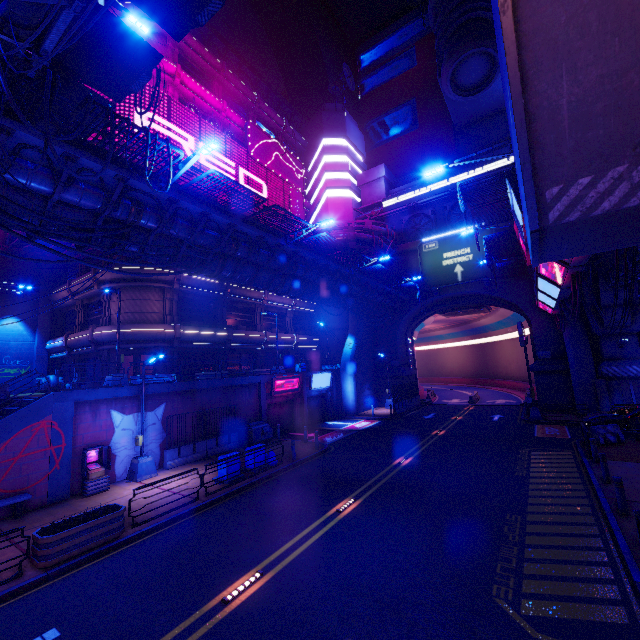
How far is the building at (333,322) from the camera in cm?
3991

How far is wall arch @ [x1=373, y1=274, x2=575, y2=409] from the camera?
28.4 meters

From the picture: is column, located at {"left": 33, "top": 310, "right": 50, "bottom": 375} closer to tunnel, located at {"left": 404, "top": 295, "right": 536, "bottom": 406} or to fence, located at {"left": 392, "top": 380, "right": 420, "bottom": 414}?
fence, located at {"left": 392, "top": 380, "right": 420, "bottom": 414}

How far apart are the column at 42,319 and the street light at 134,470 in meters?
19.2 m

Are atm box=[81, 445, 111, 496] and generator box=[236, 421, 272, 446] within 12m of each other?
yes

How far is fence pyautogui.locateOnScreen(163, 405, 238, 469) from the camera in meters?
17.9

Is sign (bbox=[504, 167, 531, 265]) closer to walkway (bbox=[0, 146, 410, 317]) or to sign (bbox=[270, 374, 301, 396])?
walkway (bbox=[0, 146, 410, 317])

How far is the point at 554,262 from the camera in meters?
13.8
